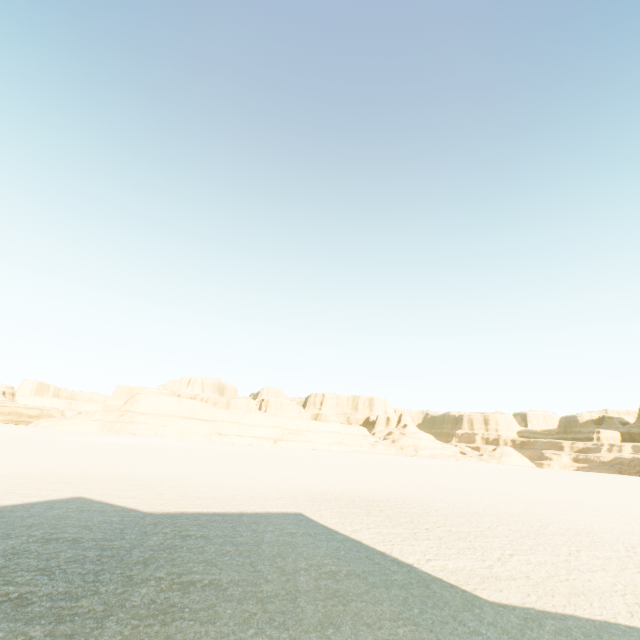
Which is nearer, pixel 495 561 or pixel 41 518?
pixel 495 561
